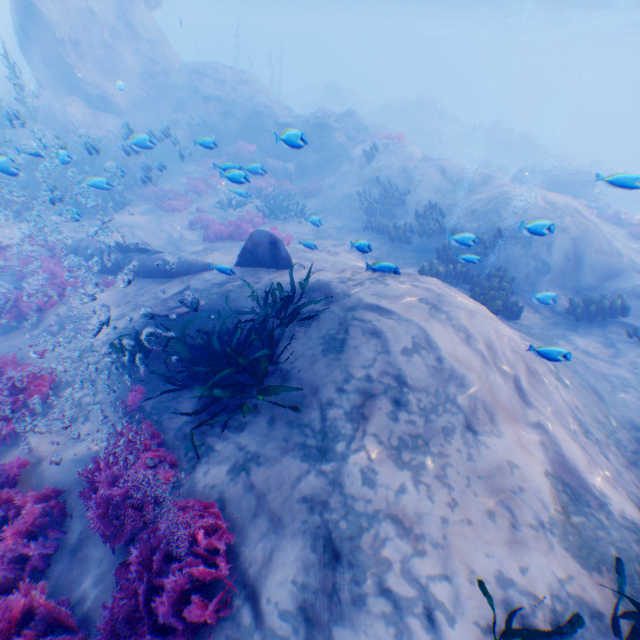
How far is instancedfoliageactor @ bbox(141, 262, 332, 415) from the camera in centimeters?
452cm

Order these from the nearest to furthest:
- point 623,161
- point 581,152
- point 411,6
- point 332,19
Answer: point 411,6 → point 623,161 → point 581,152 → point 332,19

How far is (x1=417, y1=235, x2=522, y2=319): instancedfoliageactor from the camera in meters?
8.3 m

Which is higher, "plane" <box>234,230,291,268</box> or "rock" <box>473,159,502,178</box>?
"plane" <box>234,230,291,268</box>

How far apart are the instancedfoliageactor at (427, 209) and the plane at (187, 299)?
9.15m

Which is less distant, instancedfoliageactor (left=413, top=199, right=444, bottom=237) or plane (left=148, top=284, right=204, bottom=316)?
plane (left=148, top=284, right=204, bottom=316)

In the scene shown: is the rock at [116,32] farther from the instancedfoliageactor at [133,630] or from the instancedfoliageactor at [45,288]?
the instancedfoliageactor at [133,630]

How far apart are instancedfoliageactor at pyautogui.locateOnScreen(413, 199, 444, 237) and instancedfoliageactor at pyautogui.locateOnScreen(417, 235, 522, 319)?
3.2 meters
